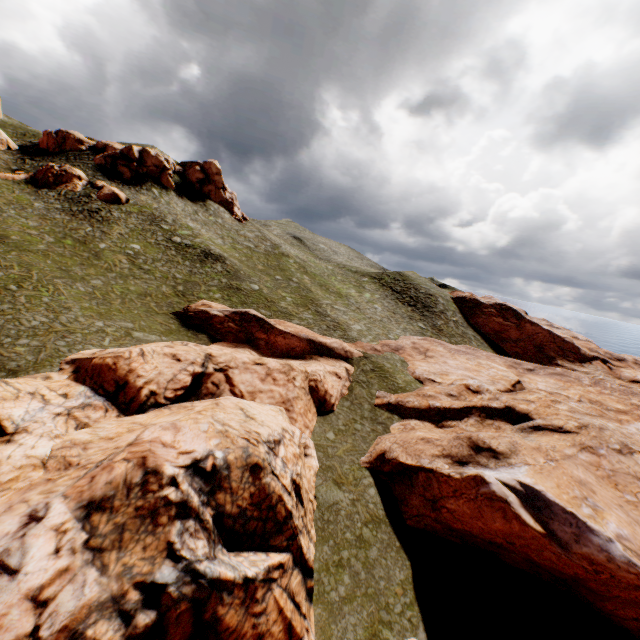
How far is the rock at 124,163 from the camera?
48.81m

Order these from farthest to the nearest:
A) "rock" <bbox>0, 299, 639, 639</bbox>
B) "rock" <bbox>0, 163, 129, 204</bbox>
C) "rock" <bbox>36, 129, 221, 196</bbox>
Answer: "rock" <bbox>36, 129, 221, 196</bbox> → "rock" <bbox>0, 163, 129, 204</bbox> → "rock" <bbox>0, 299, 639, 639</bbox>

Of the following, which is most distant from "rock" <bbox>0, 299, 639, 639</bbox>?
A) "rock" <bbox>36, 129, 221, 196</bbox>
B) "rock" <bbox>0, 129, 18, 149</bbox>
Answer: "rock" <bbox>0, 129, 18, 149</bbox>

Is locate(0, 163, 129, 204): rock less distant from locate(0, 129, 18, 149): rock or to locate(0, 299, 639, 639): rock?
locate(0, 129, 18, 149): rock

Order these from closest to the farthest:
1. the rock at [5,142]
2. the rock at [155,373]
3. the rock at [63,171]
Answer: the rock at [155,373]
the rock at [63,171]
the rock at [5,142]

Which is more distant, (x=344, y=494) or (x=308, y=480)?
(x=344, y=494)

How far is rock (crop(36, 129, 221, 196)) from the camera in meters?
48.8 m
